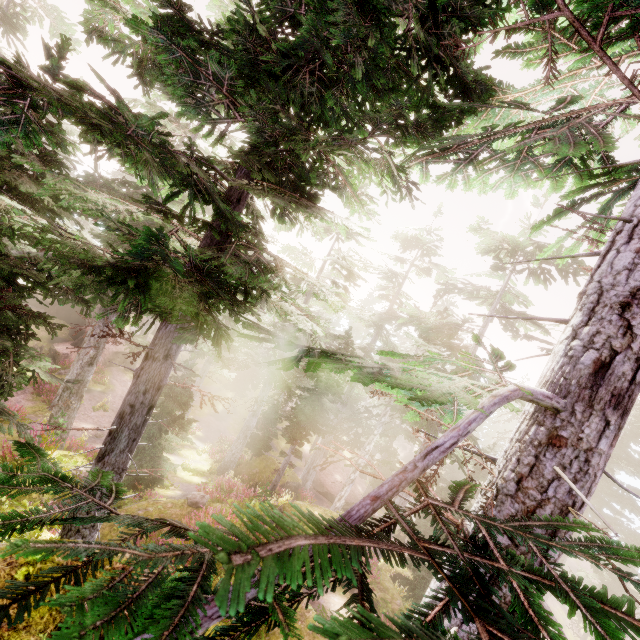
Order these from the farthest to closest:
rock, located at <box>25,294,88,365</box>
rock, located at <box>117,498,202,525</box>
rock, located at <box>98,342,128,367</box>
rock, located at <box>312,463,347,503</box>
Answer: rock, located at <box>312,463,347,503</box>
rock, located at <box>98,342,128,367</box>
rock, located at <box>25,294,88,365</box>
rock, located at <box>117,498,202,525</box>

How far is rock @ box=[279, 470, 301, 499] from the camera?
25.3 meters

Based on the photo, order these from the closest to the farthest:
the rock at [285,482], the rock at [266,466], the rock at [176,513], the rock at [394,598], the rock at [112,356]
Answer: the rock at [176,513], the rock at [394,598], the rock at [266,466], the rock at [285,482], the rock at [112,356]

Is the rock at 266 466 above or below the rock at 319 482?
above

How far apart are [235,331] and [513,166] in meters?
18.5 m

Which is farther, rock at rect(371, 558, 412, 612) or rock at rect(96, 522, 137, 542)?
rock at rect(371, 558, 412, 612)

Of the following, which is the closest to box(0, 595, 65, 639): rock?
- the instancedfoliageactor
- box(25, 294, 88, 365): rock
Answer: the instancedfoliageactor

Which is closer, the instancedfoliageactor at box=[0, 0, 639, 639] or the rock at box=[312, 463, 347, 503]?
the instancedfoliageactor at box=[0, 0, 639, 639]
